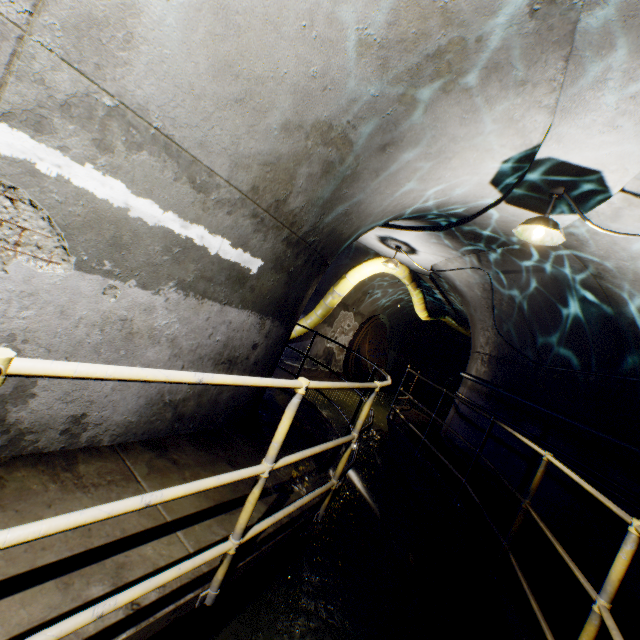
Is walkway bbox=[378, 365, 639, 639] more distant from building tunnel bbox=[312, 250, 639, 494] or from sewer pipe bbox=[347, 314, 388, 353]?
sewer pipe bbox=[347, 314, 388, 353]

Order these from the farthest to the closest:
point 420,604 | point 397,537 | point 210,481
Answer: point 397,537 < point 420,604 < point 210,481

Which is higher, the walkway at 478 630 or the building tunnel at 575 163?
the building tunnel at 575 163

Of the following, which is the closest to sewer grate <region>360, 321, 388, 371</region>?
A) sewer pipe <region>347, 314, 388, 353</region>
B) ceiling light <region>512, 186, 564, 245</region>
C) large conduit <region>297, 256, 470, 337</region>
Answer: sewer pipe <region>347, 314, 388, 353</region>

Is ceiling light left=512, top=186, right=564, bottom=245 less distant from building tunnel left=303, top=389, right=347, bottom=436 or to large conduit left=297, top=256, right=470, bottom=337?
building tunnel left=303, top=389, right=347, bottom=436

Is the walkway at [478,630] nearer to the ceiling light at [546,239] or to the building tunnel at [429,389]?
the building tunnel at [429,389]

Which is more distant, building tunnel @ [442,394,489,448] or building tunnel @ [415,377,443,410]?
building tunnel @ [415,377,443,410]

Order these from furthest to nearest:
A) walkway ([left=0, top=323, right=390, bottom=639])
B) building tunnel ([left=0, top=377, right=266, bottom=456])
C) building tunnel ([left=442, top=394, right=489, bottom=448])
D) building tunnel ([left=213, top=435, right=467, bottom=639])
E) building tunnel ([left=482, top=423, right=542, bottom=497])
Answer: building tunnel ([left=442, top=394, right=489, bottom=448]) → building tunnel ([left=482, top=423, right=542, bottom=497]) → building tunnel ([left=213, top=435, right=467, bottom=639]) → building tunnel ([left=0, top=377, right=266, bottom=456]) → walkway ([left=0, top=323, right=390, bottom=639])
